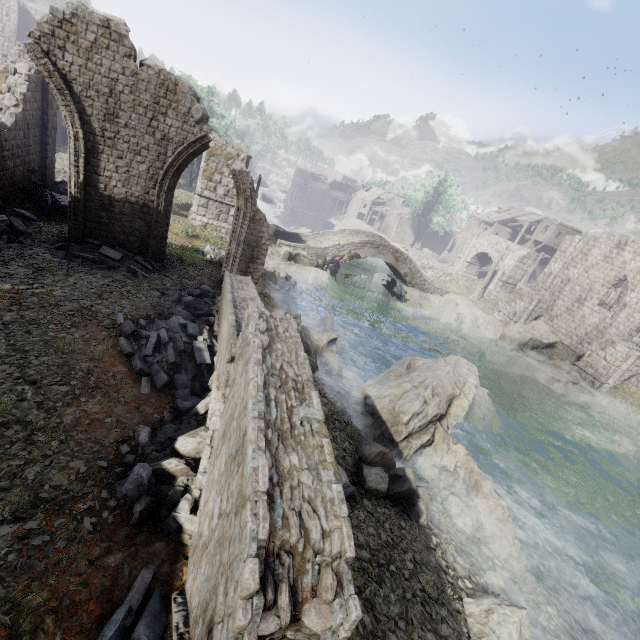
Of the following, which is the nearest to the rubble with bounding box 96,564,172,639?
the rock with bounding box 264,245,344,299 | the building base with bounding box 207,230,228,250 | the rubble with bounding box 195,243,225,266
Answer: the building base with bounding box 207,230,228,250

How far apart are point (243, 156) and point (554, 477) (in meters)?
25.39

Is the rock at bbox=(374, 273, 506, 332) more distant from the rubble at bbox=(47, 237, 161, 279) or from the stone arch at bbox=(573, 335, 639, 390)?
the rubble at bbox=(47, 237, 161, 279)

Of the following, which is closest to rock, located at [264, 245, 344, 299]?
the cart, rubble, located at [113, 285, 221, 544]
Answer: the cart

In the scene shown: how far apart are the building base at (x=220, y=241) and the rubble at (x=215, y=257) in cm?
1

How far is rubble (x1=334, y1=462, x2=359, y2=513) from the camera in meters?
7.0 m

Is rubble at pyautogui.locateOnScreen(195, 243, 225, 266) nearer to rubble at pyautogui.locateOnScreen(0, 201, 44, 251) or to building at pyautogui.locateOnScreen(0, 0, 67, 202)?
rubble at pyautogui.locateOnScreen(0, 201, 44, 251)

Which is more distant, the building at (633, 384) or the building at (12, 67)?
the building at (633, 384)
